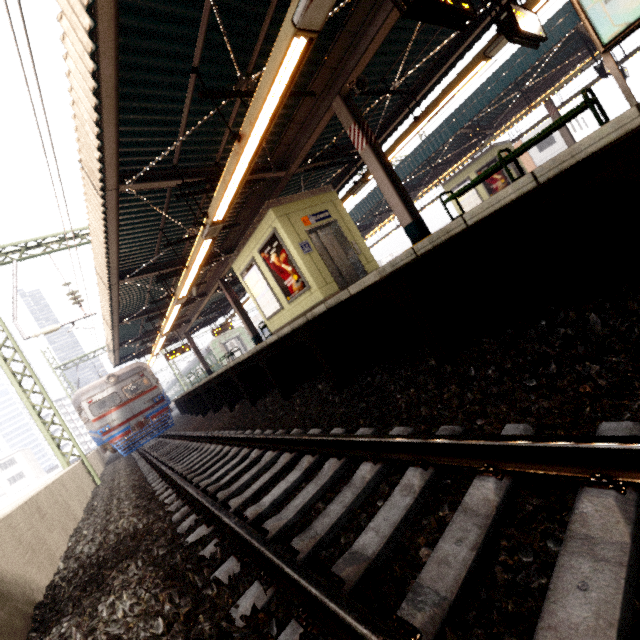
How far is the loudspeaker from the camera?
6.27m

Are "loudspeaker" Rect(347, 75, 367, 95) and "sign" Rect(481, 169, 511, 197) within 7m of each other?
no

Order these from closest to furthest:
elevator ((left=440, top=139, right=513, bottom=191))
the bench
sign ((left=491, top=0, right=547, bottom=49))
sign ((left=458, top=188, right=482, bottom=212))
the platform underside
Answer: the platform underside, the bench, sign ((left=491, top=0, right=547, bottom=49)), elevator ((left=440, top=139, right=513, bottom=191)), sign ((left=458, top=188, right=482, bottom=212))

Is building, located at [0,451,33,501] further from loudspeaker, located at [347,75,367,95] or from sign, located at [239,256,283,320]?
loudspeaker, located at [347,75,367,95]

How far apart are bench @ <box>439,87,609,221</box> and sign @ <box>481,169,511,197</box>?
13.77m

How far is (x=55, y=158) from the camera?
4.4 meters

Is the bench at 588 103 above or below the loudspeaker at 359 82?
below

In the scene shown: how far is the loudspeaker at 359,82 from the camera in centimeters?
627cm
